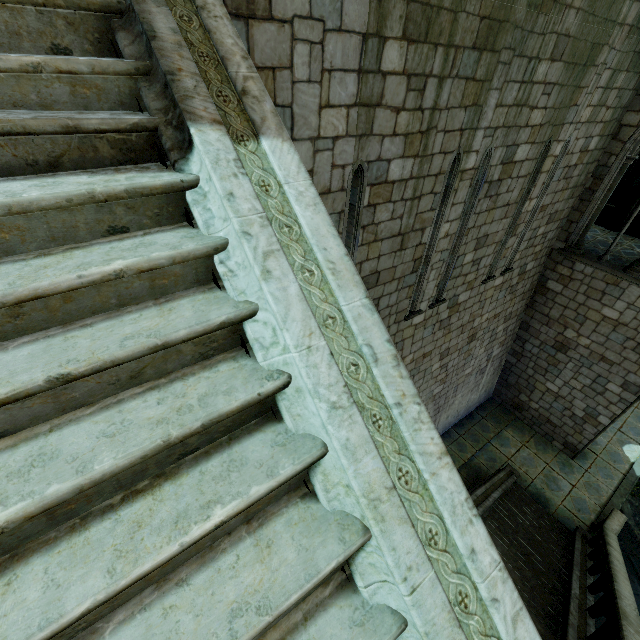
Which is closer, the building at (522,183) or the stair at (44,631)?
the stair at (44,631)

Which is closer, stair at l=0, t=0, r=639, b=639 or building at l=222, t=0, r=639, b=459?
stair at l=0, t=0, r=639, b=639

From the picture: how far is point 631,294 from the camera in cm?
963
